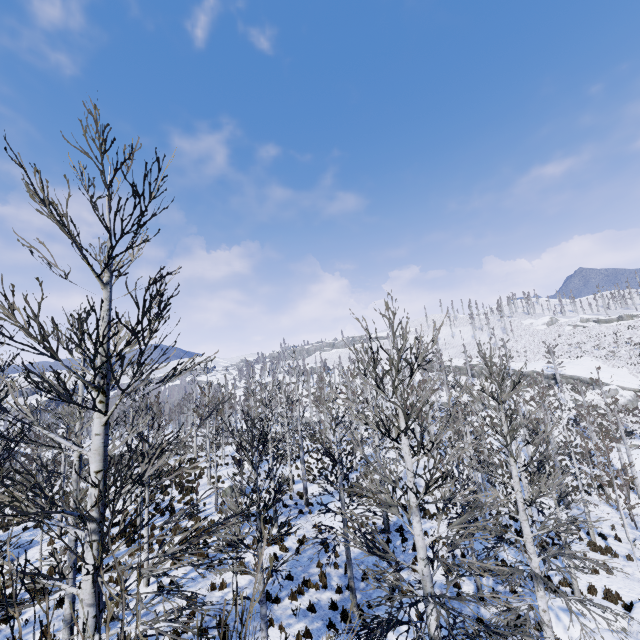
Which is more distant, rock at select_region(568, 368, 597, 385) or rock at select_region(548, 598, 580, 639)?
rock at select_region(568, 368, 597, 385)

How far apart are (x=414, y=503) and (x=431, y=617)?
2.0 meters

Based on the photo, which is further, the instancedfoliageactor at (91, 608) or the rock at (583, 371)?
the rock at (583, 371)

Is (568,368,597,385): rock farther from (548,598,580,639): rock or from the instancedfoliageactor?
(548,598,580,639): rock

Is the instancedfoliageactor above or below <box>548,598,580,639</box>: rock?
above

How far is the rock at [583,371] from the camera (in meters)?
56.56

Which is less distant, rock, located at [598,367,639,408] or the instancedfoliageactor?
the instancedfoliageactor
